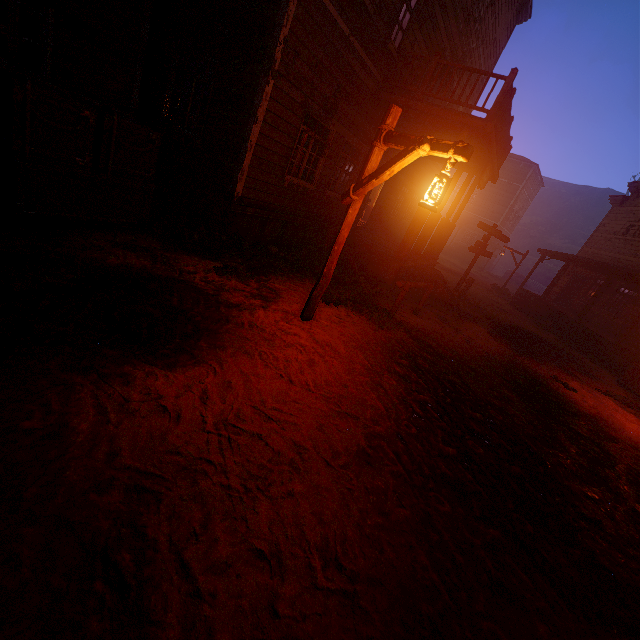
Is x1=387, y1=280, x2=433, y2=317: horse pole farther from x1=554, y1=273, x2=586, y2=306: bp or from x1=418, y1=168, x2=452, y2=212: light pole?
x1=554, y1=273, x2=586, y2=306: bp

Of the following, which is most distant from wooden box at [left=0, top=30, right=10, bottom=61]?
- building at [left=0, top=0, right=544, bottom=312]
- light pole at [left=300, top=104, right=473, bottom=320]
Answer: light pole at [left=300, top=104, right=473, bottom=320]

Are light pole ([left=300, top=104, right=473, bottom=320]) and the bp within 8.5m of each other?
no

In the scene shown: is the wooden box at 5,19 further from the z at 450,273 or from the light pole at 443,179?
the light pole at 443,179

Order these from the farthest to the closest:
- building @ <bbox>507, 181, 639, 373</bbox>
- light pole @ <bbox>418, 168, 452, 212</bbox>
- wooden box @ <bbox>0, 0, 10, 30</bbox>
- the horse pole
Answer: building @ <bbox>507, 181, 639, 373</bbox>
the horse pole
wooden box @ <bbox>0, 0, 10, 30</bbox>
light pole @ <bbox>418, 168, 452, 212</bbox>

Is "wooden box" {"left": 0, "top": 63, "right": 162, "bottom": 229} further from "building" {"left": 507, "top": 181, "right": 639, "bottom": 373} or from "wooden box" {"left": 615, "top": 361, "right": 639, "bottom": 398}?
"wooden box" {"left": 615, "top": 361, "right": 639, "bottom": 398}

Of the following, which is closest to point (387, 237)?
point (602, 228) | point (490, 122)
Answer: point (490, 122)

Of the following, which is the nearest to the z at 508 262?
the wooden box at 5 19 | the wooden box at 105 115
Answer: the wooden box at 105 115
